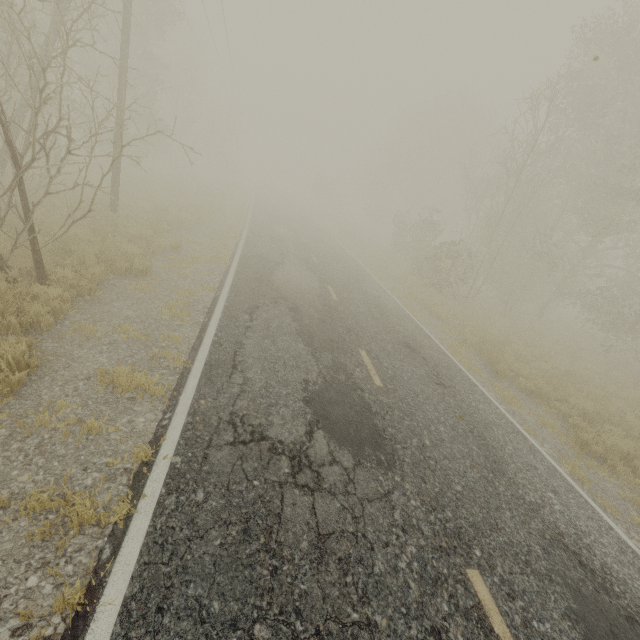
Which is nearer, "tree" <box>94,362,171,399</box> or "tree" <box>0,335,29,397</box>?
"tree" <box>0,335,29,397</box>

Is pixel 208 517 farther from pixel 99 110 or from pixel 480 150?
pixel 480 150

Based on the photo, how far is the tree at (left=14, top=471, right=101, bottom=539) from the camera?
2.98m

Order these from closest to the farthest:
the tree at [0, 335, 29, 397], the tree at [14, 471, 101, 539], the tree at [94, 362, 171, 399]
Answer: the tree at [14, 471, 101, 539] → the tree at [0, 335, 29, 397] → the tree at [94, 362, 171, 399]

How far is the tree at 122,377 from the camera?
4.7 meters
